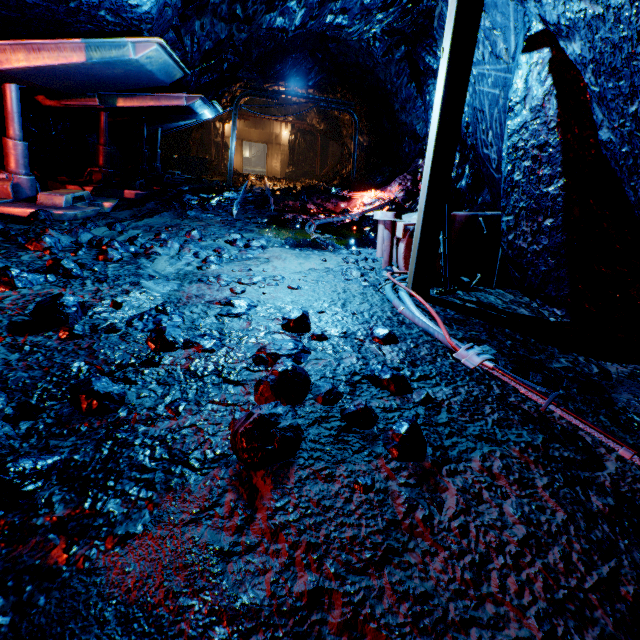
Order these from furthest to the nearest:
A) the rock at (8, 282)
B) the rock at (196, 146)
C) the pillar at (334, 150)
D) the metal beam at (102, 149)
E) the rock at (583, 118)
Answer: the pillar at (334, 150) → the rock at (196, 146) → the metal beam at (102, 149) → the rock at (8, 282) → the rock at (583, 118)

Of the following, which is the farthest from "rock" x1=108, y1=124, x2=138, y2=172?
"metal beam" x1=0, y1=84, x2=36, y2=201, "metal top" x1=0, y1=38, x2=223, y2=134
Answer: "metal beam" x1=0, y1=84, x2=36, y2=201

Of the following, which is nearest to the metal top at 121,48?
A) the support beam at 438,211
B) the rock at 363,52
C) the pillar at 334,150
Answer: the rock at 363,52

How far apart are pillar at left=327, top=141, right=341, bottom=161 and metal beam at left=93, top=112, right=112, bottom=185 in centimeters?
1824cm

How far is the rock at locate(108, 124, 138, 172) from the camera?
10.9m

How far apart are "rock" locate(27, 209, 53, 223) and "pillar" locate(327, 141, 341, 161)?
21.63m

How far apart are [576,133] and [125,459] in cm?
333

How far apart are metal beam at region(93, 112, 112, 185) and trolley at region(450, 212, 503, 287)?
6.57m
